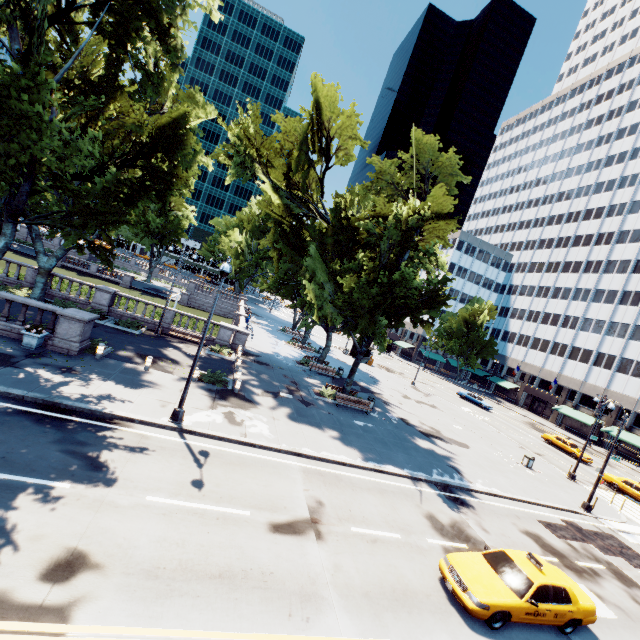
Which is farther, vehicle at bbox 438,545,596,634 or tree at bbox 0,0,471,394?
tree at bbox 0,0,471,394

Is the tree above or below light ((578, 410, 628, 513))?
above

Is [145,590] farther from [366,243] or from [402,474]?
[366,243]

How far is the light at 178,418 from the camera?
12.66m

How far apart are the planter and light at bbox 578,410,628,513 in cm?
3312

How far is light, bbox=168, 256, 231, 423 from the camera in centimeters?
1266cm

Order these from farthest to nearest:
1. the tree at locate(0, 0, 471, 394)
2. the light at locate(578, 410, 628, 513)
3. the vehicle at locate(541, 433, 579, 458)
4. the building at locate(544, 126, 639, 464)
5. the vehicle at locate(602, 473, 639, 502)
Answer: the building at locate(544, 126, 639, 464) < the vehicle at locate(541, 433, 579, 458) < the vehicle at locate(602, 473, 639, 502) < the light at locate(578, 410, 628, 513) < the tree at locate(0, 0, 471, 394)

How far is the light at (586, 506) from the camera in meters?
20.8 m
